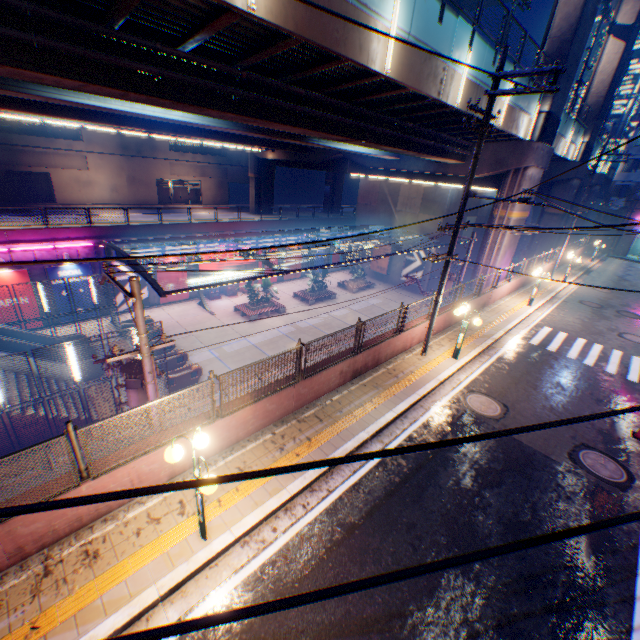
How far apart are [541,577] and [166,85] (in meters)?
14.79

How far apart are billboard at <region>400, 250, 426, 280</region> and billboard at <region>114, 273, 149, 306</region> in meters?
27.3 m

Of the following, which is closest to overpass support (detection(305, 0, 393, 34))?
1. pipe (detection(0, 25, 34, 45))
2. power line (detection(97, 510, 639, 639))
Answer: pipe (detection(0, 25, 34, 45))

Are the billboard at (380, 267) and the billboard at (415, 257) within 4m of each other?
yes

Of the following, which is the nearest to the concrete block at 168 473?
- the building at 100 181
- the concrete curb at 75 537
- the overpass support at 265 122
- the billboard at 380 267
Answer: the concrete curb at 75 537

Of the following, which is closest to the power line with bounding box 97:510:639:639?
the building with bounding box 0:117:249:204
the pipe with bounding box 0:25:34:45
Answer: the pipe with bounding box 0:25:34:45

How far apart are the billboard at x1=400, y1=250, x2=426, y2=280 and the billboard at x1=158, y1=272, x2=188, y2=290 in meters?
24.0 m

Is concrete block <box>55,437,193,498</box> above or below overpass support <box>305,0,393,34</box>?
below
